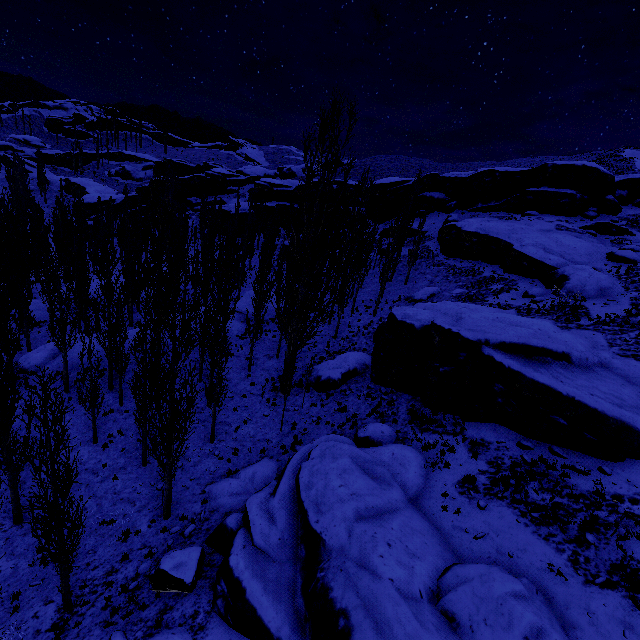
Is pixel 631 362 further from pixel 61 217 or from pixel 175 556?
pixel 61 217

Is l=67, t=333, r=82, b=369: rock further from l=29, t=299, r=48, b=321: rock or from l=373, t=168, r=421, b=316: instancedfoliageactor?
l=29, t=299, r=48, b=321: rock

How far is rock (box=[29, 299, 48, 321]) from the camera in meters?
30.7 m

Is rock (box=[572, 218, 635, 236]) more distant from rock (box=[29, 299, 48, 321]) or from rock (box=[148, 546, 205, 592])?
rock (box=[29, 299, 48, 321])

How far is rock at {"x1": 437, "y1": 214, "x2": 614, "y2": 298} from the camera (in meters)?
24.12

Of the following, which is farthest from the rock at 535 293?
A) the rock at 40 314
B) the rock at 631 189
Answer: the rock at 40 314

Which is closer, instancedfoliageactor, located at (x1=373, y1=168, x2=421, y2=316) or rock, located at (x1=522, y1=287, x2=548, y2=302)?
rock, located at (x1=522, y1=287, x2=548, y2=302)

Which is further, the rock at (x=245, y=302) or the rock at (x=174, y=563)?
the rock at (x=245, y=302)
